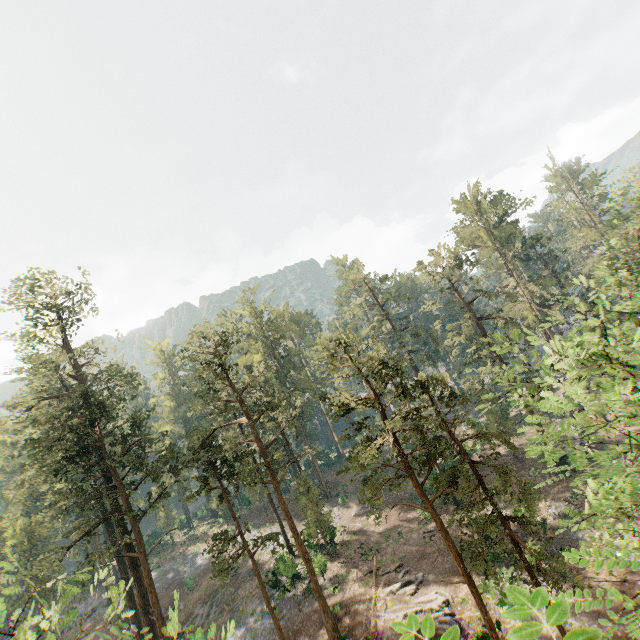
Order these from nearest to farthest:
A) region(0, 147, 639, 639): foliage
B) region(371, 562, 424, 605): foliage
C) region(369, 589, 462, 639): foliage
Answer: region(369, 589, 462, 639): foliage → region(0, 147, 639, 639): foliage → region(371, 562, 424, 605): foliage

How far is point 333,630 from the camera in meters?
22.8 m

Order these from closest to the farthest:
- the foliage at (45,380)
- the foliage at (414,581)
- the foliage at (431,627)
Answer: the foliage at (431,627) < the foliage at (45,380) < the foliage at (414,581)

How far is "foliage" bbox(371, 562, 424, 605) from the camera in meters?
25.3 m

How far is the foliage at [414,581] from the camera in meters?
25.3

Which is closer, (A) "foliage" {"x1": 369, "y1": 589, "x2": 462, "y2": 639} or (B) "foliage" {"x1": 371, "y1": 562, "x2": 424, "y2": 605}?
(A) "foliage" {"x1": 369, "y1": 589, "x2": 462, "y2": 639}

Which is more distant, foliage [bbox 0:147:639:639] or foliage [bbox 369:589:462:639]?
foliage [bbox 0:147:639:639]
